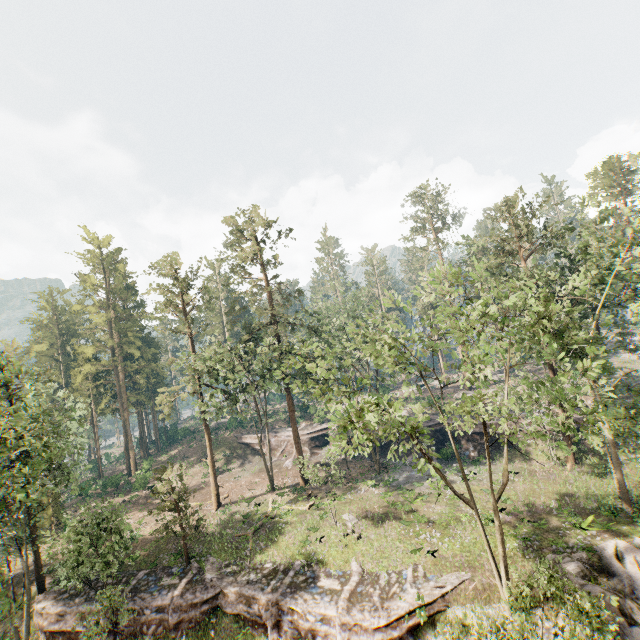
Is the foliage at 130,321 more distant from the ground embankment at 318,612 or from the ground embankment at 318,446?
Result: the ground embankment at 318,446

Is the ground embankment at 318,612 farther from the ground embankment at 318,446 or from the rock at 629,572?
the ground embankment at 318,446

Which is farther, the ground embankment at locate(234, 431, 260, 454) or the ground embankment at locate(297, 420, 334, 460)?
→ the ground embankment at locate(234, 431, 260, 454)

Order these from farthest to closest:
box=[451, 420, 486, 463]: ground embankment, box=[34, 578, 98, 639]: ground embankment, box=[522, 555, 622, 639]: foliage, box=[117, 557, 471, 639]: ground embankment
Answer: box=[451, 420, 486, 463]: ground embankment, box=[34, 578, 98, 639]: ground embankment, box=[117, 557, 471, 639]: ground embankment, box=[522, 555, 622, 639]: foliage

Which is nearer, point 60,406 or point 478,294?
point 60,406

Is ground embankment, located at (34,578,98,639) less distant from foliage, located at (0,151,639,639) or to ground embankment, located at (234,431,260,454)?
foliage, located at (0,151,639,639)

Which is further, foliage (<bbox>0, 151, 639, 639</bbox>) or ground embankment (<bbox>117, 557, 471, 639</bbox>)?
ground embankment (<bbox>117, 557, 471, 639</bbox>)

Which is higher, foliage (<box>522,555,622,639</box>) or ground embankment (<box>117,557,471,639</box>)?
foliage (<box>522,555,622,639</box>)
